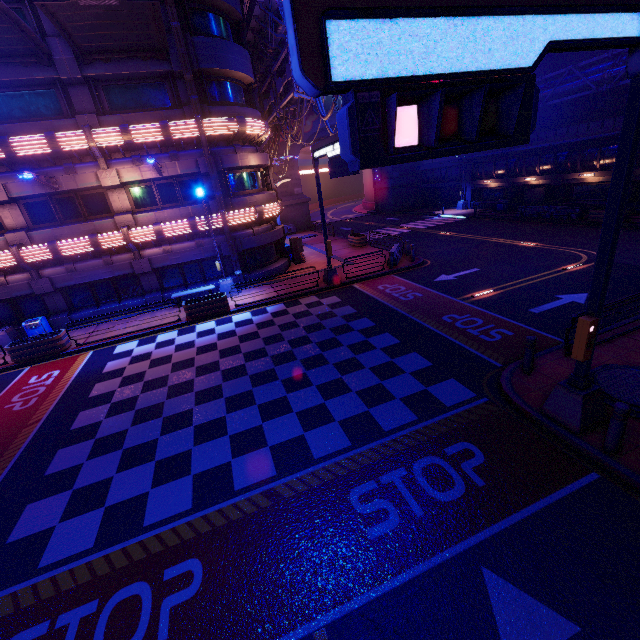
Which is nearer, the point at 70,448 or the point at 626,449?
the point at 626,449

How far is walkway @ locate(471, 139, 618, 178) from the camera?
24.6 meters

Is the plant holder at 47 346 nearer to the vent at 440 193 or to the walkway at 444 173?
the walkway at 444 173

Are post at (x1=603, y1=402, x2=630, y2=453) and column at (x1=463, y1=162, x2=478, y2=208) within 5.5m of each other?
no

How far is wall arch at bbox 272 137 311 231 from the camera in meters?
39.3

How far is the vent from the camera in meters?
40.0 m

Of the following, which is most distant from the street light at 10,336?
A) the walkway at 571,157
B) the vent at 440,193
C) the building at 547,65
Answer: the building at 547,65

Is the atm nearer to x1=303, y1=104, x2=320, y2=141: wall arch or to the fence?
x1=303, y1=104, x2=320, y2=141: wall arch
